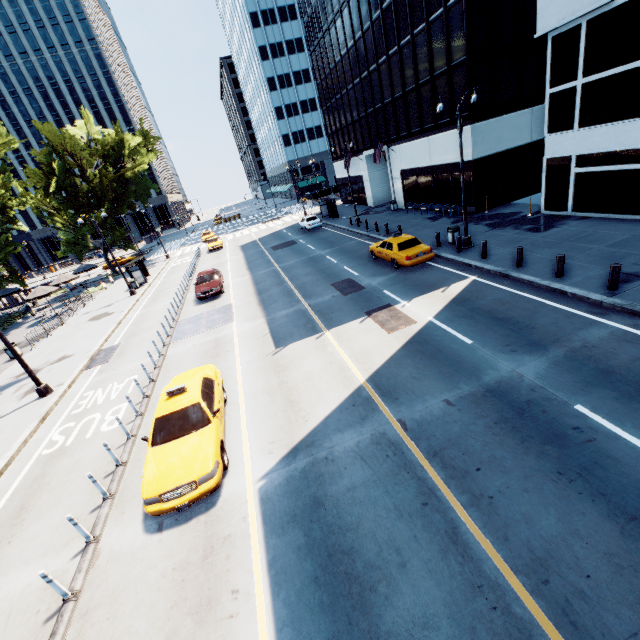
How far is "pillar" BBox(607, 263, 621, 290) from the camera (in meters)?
10.39

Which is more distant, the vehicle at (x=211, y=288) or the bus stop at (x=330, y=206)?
the bus stop at (x=330, y=206)

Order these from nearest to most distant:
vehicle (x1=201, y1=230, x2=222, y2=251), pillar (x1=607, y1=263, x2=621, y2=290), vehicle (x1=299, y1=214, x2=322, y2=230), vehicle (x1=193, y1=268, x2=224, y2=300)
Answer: pillar (x1=607, y1=263, x2=621, y2=290) → vehicle (x1=193, y1=268, x2=224, y2=300) → vehicle (x1=299, y1=214, x2=322, y2=230) → vehicle (x1=201, y1=230, x2=222, y2=251)

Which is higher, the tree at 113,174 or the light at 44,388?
the tree at 113,174

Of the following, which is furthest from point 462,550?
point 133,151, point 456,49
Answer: point 133,151

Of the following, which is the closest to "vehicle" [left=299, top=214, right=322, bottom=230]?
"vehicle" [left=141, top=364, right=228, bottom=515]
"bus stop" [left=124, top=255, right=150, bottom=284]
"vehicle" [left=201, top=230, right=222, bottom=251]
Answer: "vehicle" [left=201, top=230, right=222, bottom=251]

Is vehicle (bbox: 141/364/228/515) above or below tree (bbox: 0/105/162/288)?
below

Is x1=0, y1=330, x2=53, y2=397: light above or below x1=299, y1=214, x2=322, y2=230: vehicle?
below
